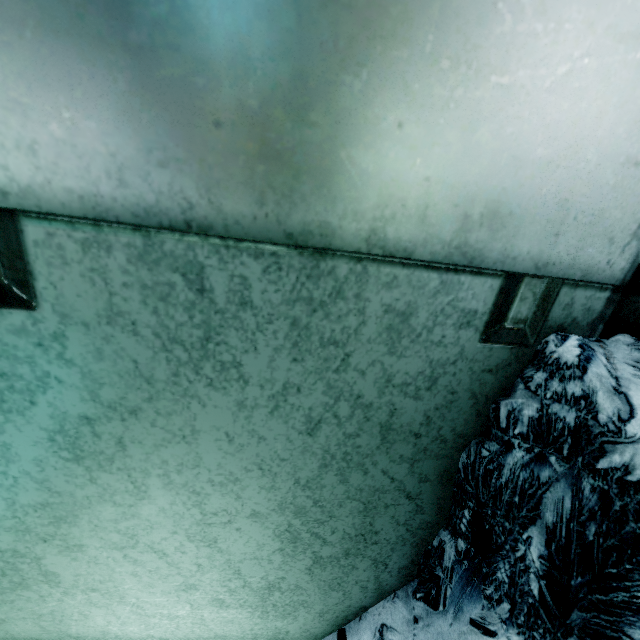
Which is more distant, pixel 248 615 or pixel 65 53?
pixel 248 615
